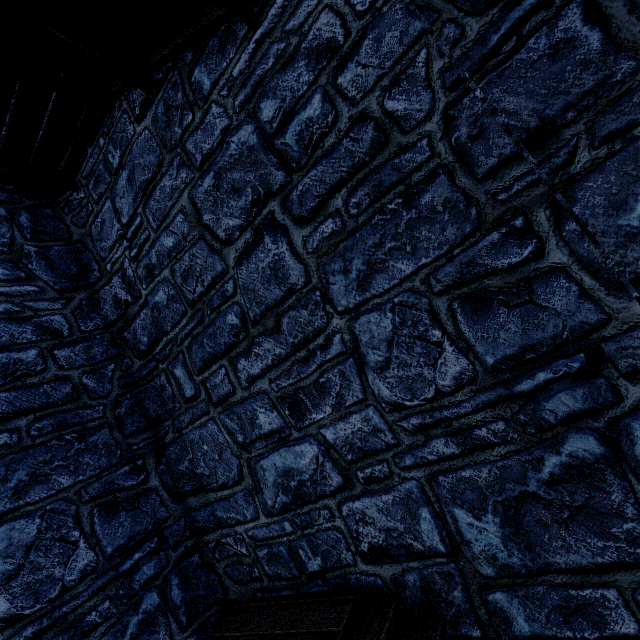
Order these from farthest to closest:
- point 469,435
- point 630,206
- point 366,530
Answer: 1. point 366,530
2. point 469,435
3. point 630,206
